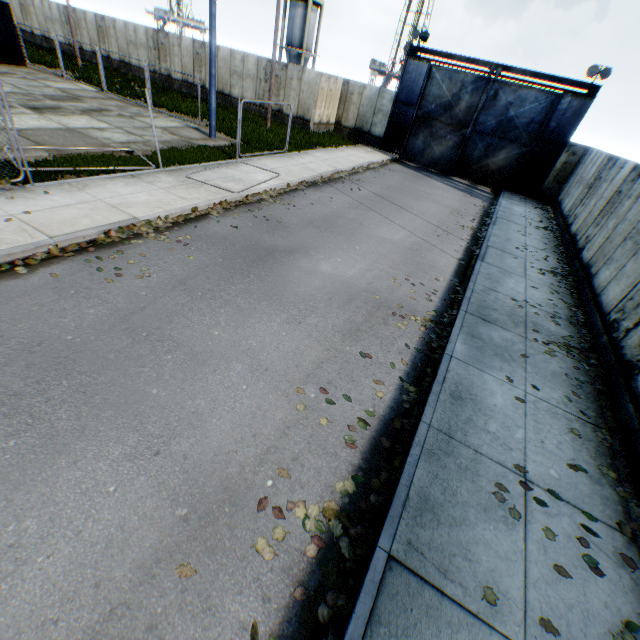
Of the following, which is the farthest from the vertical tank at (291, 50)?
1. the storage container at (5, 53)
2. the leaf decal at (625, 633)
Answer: the leaf decal at (625, 633)

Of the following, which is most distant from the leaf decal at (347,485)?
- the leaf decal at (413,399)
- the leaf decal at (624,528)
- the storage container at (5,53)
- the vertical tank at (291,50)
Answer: the vertical tank at (291,50)

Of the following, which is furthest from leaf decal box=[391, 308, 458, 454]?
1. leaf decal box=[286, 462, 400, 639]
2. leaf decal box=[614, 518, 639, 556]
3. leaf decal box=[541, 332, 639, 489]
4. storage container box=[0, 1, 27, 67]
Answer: storage container box=[0, 1, 27, 67]

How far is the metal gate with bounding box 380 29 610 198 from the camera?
18.58m

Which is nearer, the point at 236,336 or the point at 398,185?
the point at 236,336

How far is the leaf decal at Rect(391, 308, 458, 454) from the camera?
4.7 meters

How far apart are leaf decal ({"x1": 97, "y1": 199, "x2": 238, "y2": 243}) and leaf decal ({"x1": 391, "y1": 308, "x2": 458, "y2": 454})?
5.5m

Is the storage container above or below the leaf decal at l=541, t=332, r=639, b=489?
above
